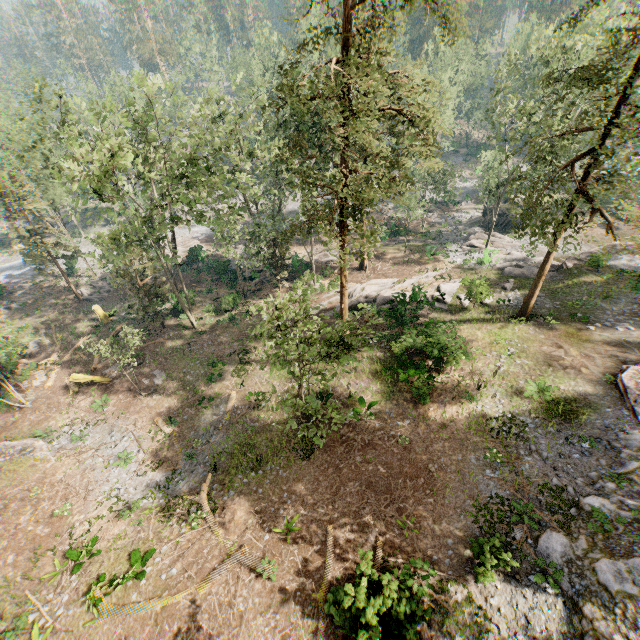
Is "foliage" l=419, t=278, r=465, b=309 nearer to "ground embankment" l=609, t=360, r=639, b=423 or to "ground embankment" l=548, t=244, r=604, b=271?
"ground embankment" l=548, t=244, r=604, b=271

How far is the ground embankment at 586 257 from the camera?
26.7 meters

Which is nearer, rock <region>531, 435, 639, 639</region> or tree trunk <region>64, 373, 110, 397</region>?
rock <region>531, 435, 639, 639</region>

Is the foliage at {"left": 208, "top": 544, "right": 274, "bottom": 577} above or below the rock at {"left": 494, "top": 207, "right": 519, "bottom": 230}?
above

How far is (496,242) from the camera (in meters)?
37.72

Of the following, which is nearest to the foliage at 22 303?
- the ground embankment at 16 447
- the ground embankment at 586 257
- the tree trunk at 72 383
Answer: the ground embankment at 586 257

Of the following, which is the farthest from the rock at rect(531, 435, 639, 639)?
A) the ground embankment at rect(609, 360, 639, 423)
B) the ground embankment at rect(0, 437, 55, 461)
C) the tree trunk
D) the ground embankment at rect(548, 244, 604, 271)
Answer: the tree trunk

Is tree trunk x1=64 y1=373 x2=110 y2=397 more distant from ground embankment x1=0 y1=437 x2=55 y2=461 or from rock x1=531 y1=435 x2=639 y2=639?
rock x1=531 y1=435 x2=639 y2=639
